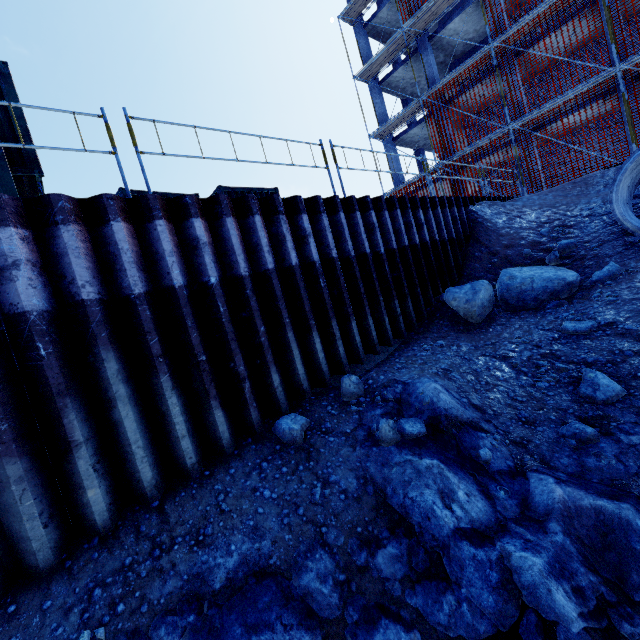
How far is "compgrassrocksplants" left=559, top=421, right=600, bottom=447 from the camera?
3.9m

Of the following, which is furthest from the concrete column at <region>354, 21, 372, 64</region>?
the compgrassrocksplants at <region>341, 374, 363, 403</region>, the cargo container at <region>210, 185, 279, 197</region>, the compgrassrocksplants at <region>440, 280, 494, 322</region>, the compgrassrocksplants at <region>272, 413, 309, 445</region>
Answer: the compgrassrocksplants at <region>272, 413, 309, 445</region>

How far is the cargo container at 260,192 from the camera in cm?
1077

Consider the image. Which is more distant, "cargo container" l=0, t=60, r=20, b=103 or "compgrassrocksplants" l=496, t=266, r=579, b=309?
"cargo container" l=0, t=60, r=20, b=103

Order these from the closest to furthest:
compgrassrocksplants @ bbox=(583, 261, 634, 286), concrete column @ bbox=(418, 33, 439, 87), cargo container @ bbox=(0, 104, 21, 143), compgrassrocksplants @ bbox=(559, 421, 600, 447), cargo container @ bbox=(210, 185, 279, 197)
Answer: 1. compgrassrocksplants @ bbox=(559, 421, 600, 447)
2. compgrassrocksplants @ bbox=(583, 261, 634, 286)
3. cargo container @ bbox=(0, 104, 21, 143)
4. cargo container @ bbox=(210, 185, 279, 197)
5. concrete column @ bbox=(418, 33, 439, 87)

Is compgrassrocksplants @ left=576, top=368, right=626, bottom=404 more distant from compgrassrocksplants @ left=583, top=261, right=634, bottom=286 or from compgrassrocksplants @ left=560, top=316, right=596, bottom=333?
compgrassrocksplants @ left=583, top=261, right=634, bottom=286

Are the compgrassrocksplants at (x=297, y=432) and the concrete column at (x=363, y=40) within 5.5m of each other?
no

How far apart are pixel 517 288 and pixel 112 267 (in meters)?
7.61
